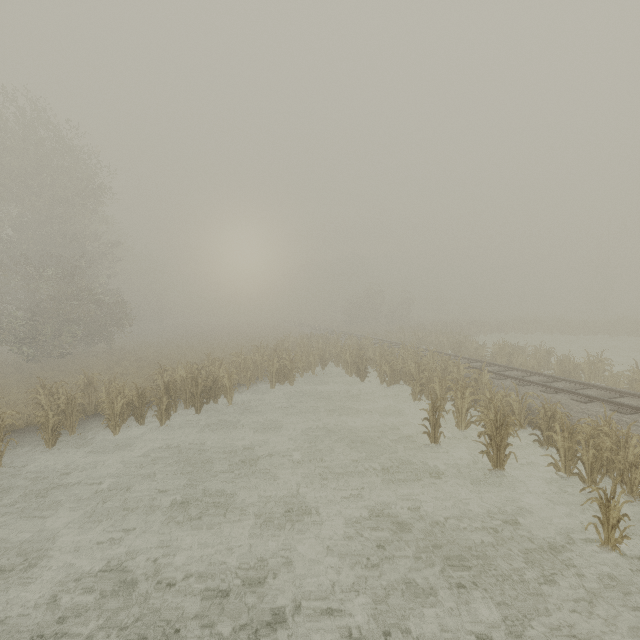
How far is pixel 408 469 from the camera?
9.0 meters
